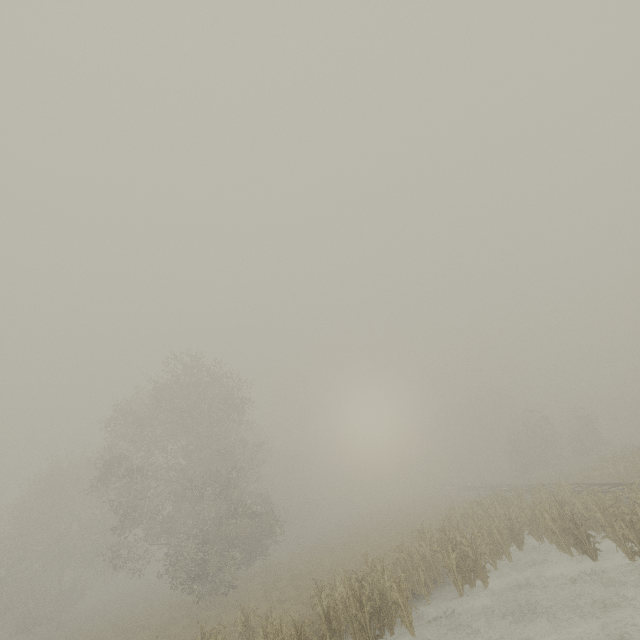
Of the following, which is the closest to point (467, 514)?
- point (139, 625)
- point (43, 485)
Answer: point (139, 625)
